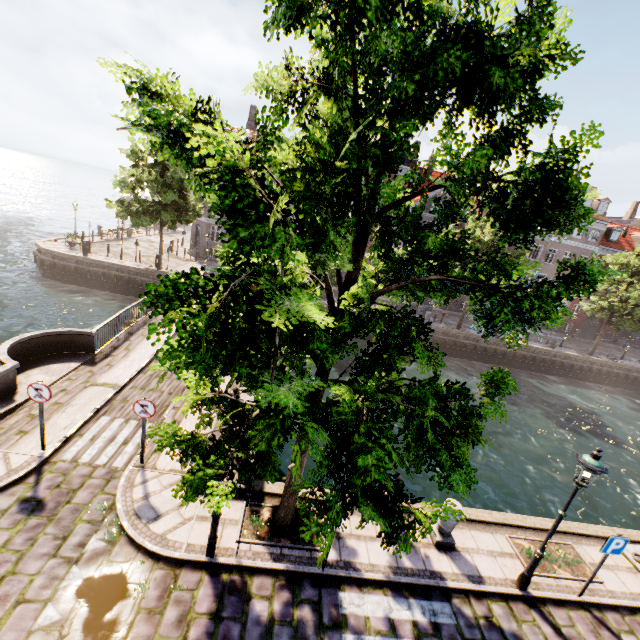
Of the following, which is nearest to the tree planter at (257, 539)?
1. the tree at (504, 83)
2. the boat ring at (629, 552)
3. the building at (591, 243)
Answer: the tree at (504, 83)

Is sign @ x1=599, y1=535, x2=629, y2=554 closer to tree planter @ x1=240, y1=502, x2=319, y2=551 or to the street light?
the street light

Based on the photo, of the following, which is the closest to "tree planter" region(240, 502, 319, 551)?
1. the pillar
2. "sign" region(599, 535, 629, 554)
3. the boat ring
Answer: the pillar

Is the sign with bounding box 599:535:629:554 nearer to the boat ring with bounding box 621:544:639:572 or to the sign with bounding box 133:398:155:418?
the boat ring with bounding box 621:544:639:572

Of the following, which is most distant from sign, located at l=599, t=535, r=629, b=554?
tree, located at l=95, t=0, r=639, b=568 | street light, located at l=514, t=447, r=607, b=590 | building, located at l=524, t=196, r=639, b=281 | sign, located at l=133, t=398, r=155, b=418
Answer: building, located at l=524, t=196, r=639, b=281

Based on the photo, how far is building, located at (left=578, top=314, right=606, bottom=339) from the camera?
40.2m

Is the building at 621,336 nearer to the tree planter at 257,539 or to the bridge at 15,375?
the bridge at 15,375

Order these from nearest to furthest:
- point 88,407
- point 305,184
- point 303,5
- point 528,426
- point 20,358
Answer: point 303,5 < point 305,184 < point 88,407 < point 20,358 < point 528,426
